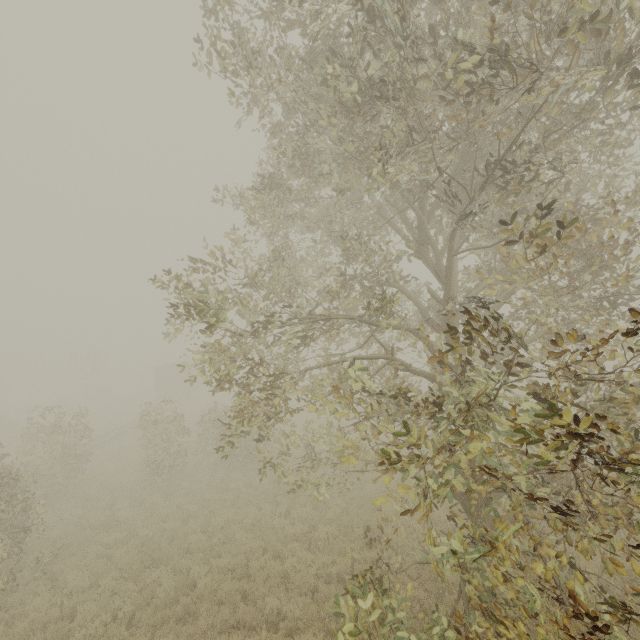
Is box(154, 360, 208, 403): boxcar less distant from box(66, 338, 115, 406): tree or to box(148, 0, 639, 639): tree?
box(66, 338, 115, 406): tree

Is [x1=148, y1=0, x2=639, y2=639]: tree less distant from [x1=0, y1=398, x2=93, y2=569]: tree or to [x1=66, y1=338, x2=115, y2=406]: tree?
[x1=0, y1=398, x2=93, y2=569]: tree

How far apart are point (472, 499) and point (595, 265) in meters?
5.3

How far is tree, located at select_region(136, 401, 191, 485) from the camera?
15.6m

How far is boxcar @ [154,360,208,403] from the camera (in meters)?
37.38

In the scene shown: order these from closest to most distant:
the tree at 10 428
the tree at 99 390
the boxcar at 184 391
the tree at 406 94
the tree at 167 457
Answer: the tree at 406 94
the tree at 10 428
the tree at 167 457
the boxcar at 184 391
the tree at 99 390

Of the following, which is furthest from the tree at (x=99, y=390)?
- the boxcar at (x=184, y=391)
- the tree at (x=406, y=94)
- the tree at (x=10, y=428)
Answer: the tree at (x=406, y=94)

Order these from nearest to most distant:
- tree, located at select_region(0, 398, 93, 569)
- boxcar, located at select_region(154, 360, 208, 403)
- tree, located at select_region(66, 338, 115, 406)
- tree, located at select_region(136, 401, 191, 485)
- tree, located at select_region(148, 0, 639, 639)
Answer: tree, located at select_region(148, 0, 639, 639)
tree, located at select_region(0, 398, 93, 569)
tree, located at select_region(136, 401, 191, 485)
boxcar, located at select_region(154, 360, 208, 403)
tree, located at select_region(66, 338, 115, 406)
